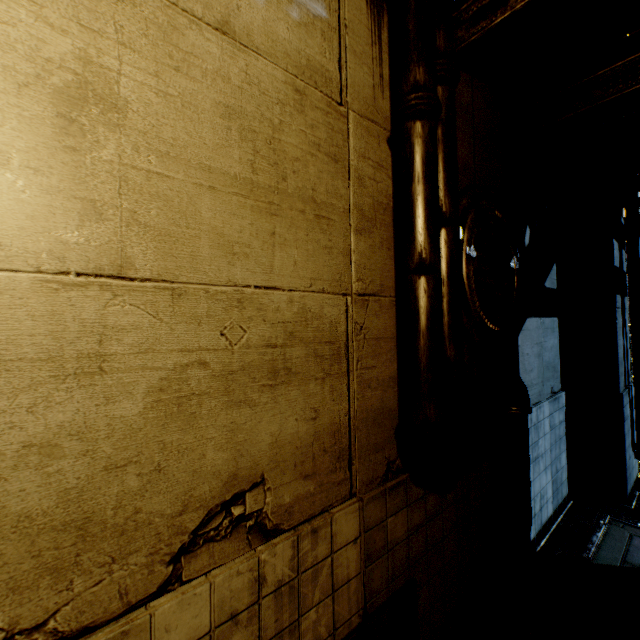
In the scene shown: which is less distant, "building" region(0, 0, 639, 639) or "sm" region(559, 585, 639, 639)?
"building" region(0, 0, 639, 639)

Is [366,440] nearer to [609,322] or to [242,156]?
[242,156]

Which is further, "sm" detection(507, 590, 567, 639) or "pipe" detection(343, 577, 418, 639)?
"sm" detection(507, 590, 567, 639)

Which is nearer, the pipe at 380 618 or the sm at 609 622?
the pipe at 380 618

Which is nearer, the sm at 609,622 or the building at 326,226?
the building at 326,226

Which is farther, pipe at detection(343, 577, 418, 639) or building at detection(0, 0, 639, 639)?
pipe at detection(343, 577, 418, 639)

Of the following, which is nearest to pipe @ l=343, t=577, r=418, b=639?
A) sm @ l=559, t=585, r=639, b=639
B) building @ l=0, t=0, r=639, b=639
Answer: building @ l=0, t=0, r=639, b=639
